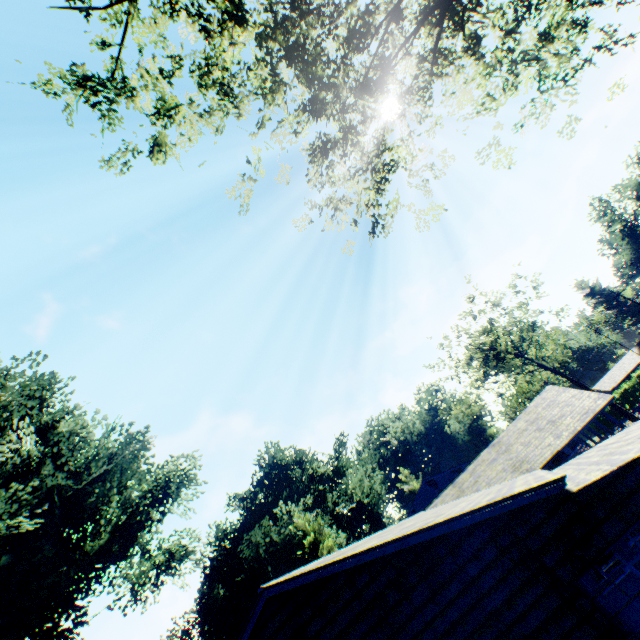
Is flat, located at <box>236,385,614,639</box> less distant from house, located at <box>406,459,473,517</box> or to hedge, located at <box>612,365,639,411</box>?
house, located at <box>406,459,473,517</box>

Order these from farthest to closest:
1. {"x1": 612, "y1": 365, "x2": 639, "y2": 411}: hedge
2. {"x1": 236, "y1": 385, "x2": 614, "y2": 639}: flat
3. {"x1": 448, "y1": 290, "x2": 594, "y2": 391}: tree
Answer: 1. {"x1": 612, "y1": 365, "x2": 639, "y2": 411}: hedge
2. {"x1": 448, "y1": 290, "x2": 594, "y2": 391}: tree
3. {"x1": 236, "y1": 385, "x2": 614, "y2": 639}: flat

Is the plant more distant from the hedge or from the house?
the hedge

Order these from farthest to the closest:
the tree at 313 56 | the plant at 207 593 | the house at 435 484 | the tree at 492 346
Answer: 1. the tree at 492 346
2. the house at 435 484
3. the plant at 207 593
4. the tree at 313 56

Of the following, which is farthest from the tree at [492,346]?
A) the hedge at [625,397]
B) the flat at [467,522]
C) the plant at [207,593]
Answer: the plant at [207,593]

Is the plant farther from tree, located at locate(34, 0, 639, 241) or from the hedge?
the hedge

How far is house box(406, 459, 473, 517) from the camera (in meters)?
35.22

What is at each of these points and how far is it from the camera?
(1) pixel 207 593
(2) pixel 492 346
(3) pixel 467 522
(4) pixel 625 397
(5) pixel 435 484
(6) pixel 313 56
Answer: (1) plant, 36.5m
(2) tree, 43.2m
(3) flat, 5.9m
(4) hedge, 51.2m
(5) house, 35.9m
(6) tree, 8.5m
